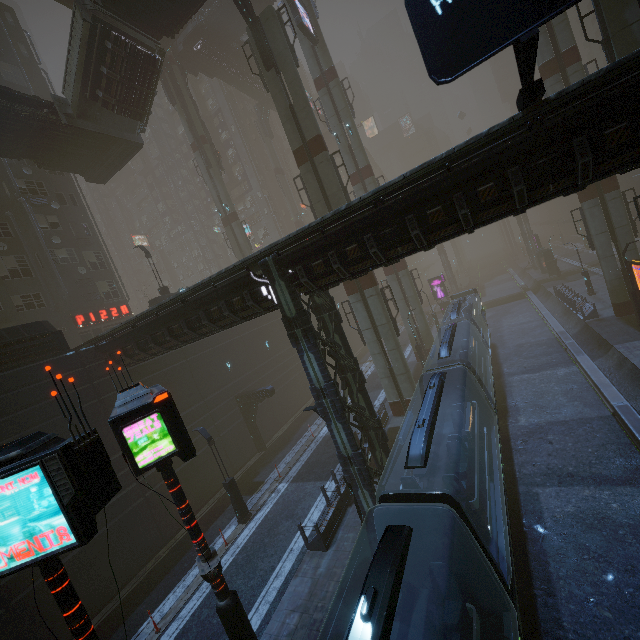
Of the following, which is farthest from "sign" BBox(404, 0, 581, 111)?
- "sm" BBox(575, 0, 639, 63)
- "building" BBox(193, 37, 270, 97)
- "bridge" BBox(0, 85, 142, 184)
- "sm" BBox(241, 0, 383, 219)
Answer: "building" BBox(193, 37, 270, 97)

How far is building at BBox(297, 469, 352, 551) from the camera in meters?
13.3 m

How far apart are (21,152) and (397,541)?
30.9 meters

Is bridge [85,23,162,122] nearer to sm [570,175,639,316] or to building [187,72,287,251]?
building [187,72,287,251]

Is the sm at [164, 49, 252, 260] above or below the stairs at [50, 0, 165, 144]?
below

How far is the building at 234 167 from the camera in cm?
5547

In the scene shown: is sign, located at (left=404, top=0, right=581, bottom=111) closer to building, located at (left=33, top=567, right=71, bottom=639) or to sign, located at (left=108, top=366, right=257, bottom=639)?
building, located at (left=33, top=567, right=71, bottom=639)

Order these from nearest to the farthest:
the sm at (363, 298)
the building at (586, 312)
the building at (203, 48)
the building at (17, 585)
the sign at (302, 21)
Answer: the building at (17, 585), the sm at (363, 298), the sign at (302, 21), the building at (586, 312), the building at (203, 48)
